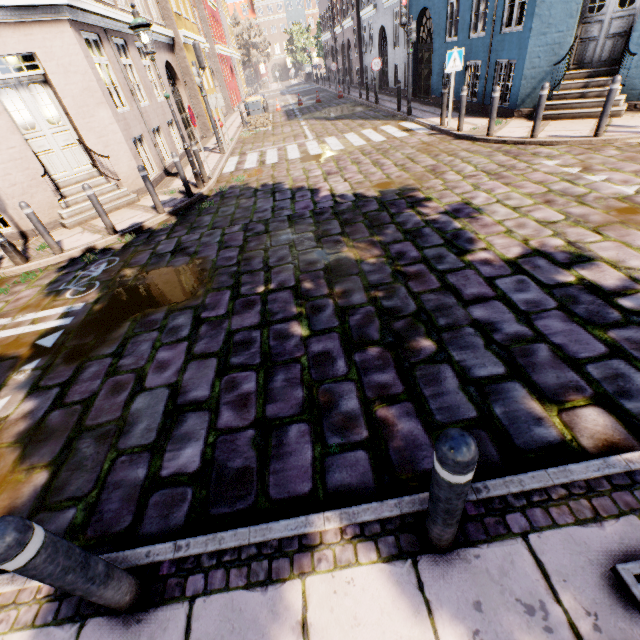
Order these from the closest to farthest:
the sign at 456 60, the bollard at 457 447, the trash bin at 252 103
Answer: the bollard at 457 447 < the sign at 456 60 < the trash bin at 252 103

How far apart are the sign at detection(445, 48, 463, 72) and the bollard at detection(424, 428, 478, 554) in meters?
11.6

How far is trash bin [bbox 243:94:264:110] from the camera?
18.2 meters

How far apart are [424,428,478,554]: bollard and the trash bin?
21.69m

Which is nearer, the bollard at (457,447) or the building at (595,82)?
the bollard at (457,447)

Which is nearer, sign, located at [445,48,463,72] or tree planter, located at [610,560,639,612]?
tree planter, located at [610,560,639,612]

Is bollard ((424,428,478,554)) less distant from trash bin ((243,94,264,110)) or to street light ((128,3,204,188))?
street light ((128,3,204,188))

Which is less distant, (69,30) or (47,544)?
(47,544)
